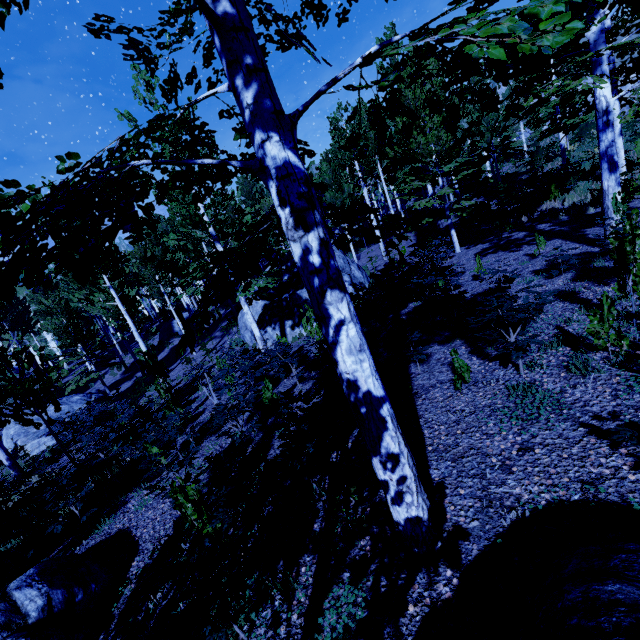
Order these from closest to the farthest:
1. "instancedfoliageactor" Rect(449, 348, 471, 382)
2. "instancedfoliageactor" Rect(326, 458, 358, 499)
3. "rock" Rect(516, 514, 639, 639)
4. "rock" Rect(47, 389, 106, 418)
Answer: "rock" Rect(516, 514, 639, 639), "instancedfoliageactor" Rect(326, 458, 358, 499), "instancedfoliageactor" Rect(449, 348, 471, 382), "rock" Rect(47, 389, 106, 418)

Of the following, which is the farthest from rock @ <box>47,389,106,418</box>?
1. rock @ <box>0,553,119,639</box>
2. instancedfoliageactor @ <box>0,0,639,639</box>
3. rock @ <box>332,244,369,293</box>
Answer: rock @ <box>0,553,119,639</box>

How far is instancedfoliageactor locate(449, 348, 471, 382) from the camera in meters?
4.8

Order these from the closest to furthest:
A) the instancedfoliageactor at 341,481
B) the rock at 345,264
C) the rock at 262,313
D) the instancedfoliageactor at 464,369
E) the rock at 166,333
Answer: the instancedfoliageactor at 341,481
the instancedfoliageactor at 464,369
the rock at 262,313
the rock at 345,264
the rock at 166,333

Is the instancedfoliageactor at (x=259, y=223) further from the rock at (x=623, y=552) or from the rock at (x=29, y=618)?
the rock at (x=29, y=618)

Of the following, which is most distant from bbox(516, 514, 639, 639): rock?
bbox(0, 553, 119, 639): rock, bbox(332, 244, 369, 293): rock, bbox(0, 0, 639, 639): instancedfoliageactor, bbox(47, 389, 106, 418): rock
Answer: bbox(47, 389, 106, 418): rock

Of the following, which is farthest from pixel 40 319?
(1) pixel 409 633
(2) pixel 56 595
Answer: (1) pixel 409 633
